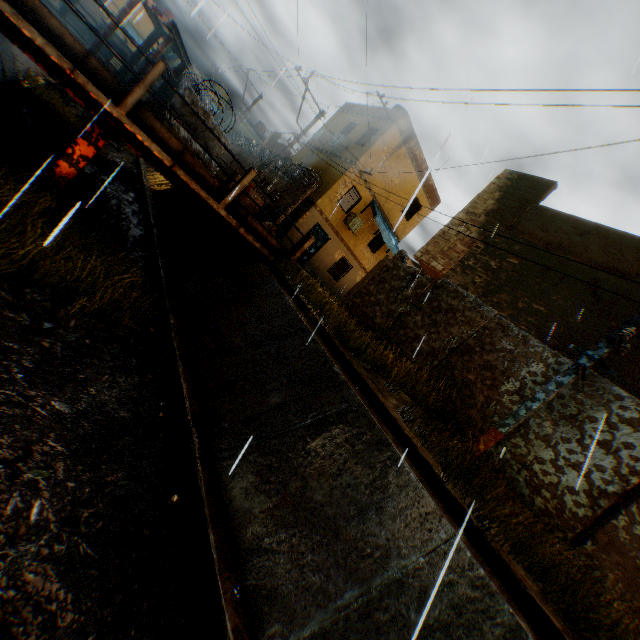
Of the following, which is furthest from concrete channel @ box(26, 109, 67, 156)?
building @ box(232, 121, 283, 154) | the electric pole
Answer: building @ box(232, 121, 283, 154)

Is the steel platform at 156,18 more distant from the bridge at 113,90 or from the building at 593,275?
the building at 593,275

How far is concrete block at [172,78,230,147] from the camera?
6.9 meters

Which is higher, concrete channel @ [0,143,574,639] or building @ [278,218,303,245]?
building @ [278,218,303,245]

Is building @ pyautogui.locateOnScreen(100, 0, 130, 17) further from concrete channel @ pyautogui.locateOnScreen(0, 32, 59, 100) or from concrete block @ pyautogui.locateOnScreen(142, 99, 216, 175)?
concrete block @ pyautogui.locateOnScreen(142, 99, 216, 175)

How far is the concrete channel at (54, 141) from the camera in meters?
10.2

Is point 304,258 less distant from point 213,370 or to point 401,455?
point 213,370

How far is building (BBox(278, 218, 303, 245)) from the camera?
18.9 meters
